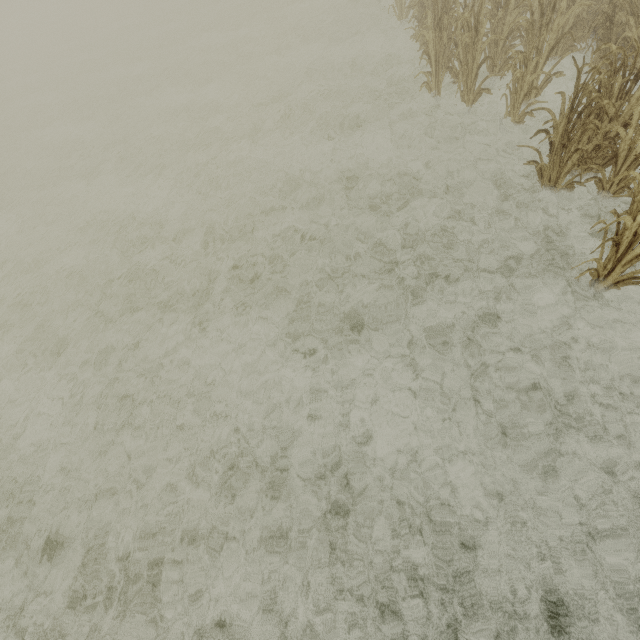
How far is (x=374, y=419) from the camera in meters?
3.8 m
